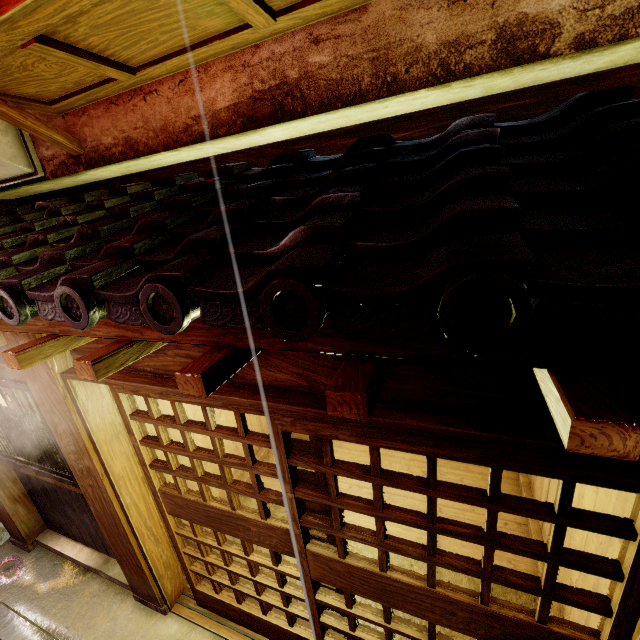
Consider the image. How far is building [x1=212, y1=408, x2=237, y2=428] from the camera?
7.8m

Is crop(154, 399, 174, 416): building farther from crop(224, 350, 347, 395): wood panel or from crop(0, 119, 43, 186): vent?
crop(0, 119, 43, 186): vent

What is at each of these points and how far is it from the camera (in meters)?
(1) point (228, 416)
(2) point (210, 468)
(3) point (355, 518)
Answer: (1) building, 8.18
(2) building, 7.61
(3) building, 7.47

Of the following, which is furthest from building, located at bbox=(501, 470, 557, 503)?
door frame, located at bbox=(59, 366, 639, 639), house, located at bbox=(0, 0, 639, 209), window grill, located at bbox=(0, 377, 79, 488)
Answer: house, located at bbox=(0, 0, 639, 209)

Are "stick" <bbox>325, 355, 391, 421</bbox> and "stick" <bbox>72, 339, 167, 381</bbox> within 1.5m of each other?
no

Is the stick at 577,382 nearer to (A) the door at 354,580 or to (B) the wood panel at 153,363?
(B) the wood panel at 153,363

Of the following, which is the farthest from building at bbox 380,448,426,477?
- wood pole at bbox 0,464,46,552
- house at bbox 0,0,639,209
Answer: wood pole at bbox 0,464,46,552

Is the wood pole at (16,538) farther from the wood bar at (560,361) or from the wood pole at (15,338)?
the wood pole at (15,338)
